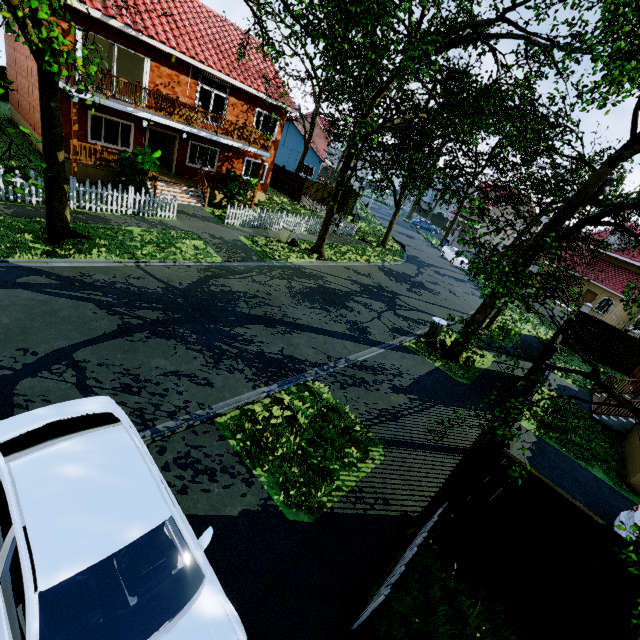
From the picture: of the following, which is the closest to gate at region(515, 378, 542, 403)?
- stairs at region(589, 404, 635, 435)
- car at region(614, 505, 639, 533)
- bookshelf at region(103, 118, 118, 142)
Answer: car at region(614, 505, 639, 533)

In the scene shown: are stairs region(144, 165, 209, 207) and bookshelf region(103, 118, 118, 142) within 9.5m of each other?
yes

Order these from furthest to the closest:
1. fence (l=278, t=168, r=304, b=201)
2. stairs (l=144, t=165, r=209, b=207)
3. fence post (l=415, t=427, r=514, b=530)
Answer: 1. fence (l=278, t=168, r=304, b=201)
2. stairs (l=144, t=165, r=209, b=207)
3. fence post (l=415, t=427, r=514, b=530)

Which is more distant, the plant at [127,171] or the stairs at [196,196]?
the stairs at [196,196]

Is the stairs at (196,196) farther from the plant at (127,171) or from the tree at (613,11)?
the tree at (613,11)

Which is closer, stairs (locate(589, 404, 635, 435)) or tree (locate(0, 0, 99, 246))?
tree (locate(0, 0, 99, 246))

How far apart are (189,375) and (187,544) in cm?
435

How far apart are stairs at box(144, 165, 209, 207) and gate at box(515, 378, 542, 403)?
17.8 meters
